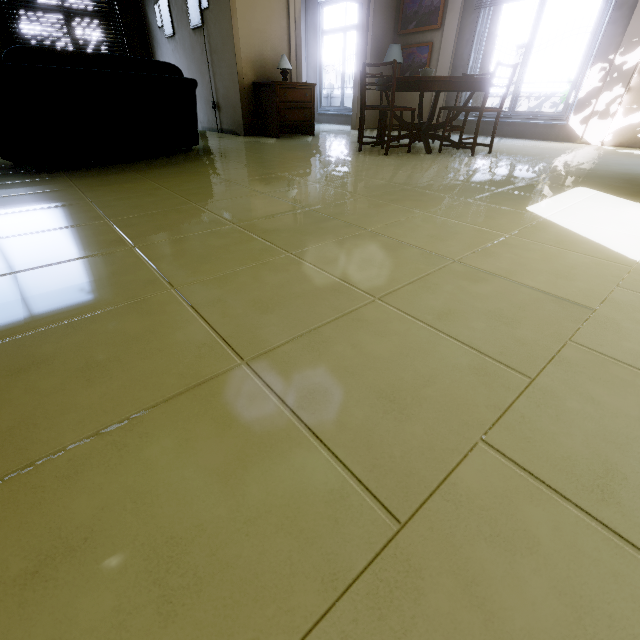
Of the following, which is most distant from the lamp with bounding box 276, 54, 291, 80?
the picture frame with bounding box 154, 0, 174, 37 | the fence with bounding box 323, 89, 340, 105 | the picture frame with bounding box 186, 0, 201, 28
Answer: the fence with bounding box 323, 89, 340, 105

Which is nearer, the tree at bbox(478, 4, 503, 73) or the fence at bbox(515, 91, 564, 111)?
the tree at bbox(478, 4, 503, 73)

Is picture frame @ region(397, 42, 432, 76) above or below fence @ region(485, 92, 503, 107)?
above

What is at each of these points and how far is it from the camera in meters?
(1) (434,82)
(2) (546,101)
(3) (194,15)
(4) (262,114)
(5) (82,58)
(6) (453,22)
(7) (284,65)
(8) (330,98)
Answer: (1) table, 3.7 m
(2) fence, 10.9 m
(3) picture frame, 5.6 m
(4) dresser, 5.7 m
(5) couch, 2.7 m
(6) wall pillar, 6.0 m
(7) lamp, 5.3 m
(8) fence, 17.8 m

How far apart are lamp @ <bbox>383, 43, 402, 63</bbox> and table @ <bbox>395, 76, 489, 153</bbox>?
2.4m

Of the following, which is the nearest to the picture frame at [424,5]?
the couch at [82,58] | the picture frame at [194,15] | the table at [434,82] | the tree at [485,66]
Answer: the table at [434,82]

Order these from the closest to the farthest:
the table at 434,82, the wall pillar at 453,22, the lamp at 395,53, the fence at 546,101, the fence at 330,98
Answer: the table at 434,82
the wall pillar at 453,22
the lamp at 395,53
the fence at 546,101
the fence at 330,98

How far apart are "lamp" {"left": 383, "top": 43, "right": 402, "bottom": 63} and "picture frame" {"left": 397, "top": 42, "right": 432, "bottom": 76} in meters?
0.3 m
